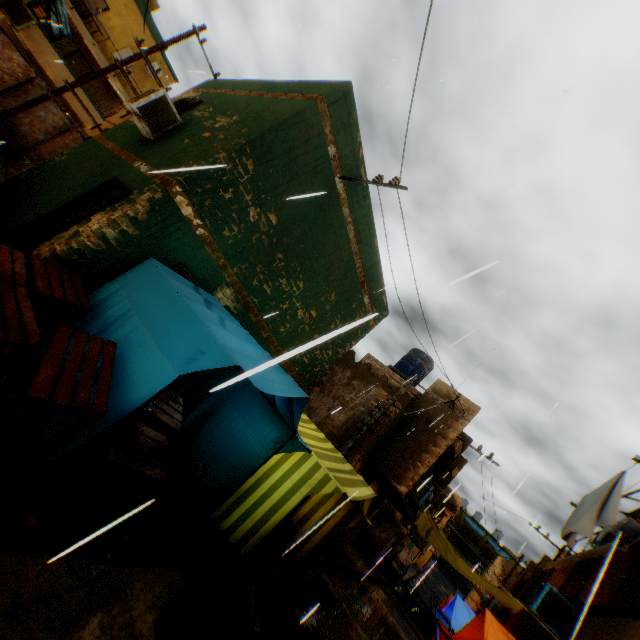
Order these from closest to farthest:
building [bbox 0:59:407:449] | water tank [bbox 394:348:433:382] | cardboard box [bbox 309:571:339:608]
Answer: building [bbox 0:59:407:449] < cardboard box [bbox 309:571:339:608] < water tank [bbox 394:348:433:382]

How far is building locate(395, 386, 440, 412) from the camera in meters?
13.0

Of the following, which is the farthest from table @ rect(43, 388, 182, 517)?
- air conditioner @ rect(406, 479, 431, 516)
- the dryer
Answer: air conditioner @ rect(406, 479, 431, 516)

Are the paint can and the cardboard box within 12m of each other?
yes

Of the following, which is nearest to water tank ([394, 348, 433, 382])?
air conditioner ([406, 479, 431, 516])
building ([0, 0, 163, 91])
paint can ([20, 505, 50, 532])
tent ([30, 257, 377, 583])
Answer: building ([0, 0, 163, 91])

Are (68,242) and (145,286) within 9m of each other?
yes

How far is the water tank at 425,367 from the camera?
17.3 meters

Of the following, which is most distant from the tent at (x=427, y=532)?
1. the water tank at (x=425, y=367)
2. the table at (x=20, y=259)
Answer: the water tank at (x=425, y=367)
